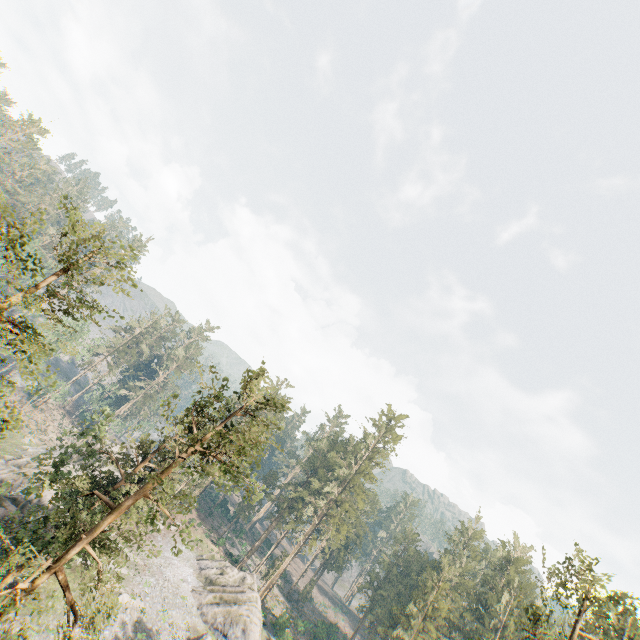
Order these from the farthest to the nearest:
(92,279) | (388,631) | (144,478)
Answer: (388,631)
(144,478)
(92,279)

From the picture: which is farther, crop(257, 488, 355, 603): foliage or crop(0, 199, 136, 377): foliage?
crop(257, 488, 355, 603): foliage

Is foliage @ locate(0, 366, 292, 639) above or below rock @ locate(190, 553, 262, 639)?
above

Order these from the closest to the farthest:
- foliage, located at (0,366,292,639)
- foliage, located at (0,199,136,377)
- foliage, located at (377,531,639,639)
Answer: foliage, located at (0,199,136,377) → foliage, located at (0,366,292,639) → foliage, located at (377,531,639,639)

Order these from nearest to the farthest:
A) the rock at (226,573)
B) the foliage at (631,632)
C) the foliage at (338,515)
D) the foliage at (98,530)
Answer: the foliage at (98,530) < the foliage at (631,632) < the rock at (226,573) < the foliage at (338,515)

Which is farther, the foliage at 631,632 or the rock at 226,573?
the rock at 226,573
